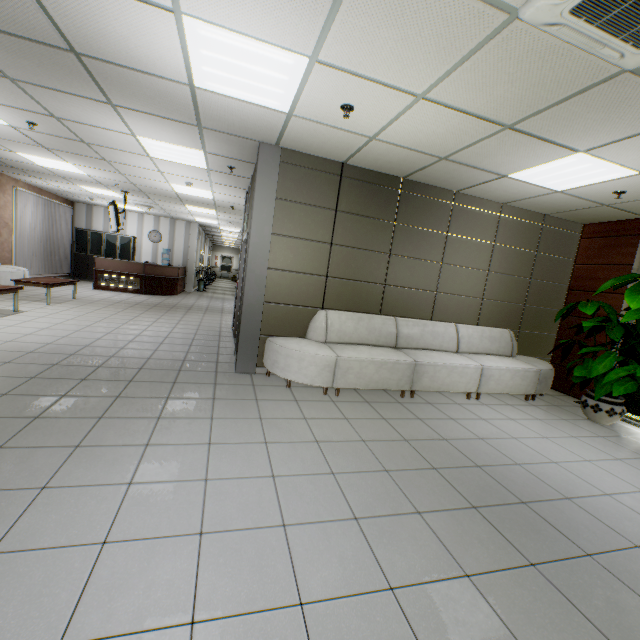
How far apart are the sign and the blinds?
1.9 meters

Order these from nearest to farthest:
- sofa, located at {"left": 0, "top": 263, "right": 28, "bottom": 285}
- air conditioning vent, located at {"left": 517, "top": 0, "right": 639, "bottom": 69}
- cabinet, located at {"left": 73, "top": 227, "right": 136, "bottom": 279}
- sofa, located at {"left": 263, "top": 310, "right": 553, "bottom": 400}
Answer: air conditioning vent, located at {"left": 517, "top": 0, "right": 639, "bottom": 69} → sofa, located at {"left": 263, "top": 310, "right": 553, "bottom": 400} → sofa, located at {"left": 0, "top": 263, "right": 28, "bottom": 285} → cabinet, located at {"left": 73, "top": 227, "right": 136, "bottom": 279}

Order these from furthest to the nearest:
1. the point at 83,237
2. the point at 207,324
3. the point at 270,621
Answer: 1. the point at 83,237
2. the point at 207,324
3. the point at 270,621

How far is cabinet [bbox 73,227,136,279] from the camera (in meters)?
13.61

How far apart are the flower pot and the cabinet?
15.9 meters

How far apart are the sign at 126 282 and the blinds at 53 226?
1.9 meters

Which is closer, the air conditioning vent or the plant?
the air conditioning vent

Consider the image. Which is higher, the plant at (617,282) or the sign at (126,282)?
the plant at (617,282)
